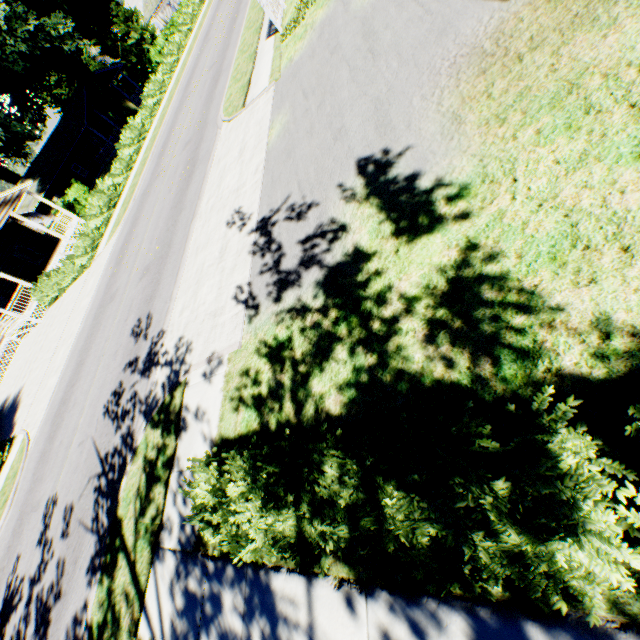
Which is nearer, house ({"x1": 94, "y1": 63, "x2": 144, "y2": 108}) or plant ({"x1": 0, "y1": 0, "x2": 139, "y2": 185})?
plant ({"x1": 0, "y1": 0, "x2": 139, "y2": 185})

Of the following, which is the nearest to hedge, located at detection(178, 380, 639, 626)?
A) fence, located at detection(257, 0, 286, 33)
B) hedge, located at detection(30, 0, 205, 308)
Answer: fence, located at detection(257, 0, 286, 33)

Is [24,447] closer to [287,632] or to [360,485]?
[287,632]

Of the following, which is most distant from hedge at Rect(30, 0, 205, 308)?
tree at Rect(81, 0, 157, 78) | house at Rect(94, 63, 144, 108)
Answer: house at Rect(94, 63, 144, 108)

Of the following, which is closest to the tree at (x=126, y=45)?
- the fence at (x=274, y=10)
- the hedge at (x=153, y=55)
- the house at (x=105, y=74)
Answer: the hedge at (x=153, y=55)

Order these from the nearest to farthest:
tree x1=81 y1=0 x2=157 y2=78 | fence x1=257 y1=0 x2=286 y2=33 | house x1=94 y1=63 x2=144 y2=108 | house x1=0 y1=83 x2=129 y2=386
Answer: fence x1=257 y1=0 x2=286 y2=33 < house x1=0 y1=83 x2=129 y2=386 < house x1=94 y1=63 x2=144 y2=108 < tree x1=81 y1=0 x2=157 y2=78

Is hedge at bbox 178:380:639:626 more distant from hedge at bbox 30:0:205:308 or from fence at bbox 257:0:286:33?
hedge at bbox 30:0:205:308

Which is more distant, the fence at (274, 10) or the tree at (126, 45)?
the tree at (126, 45)
